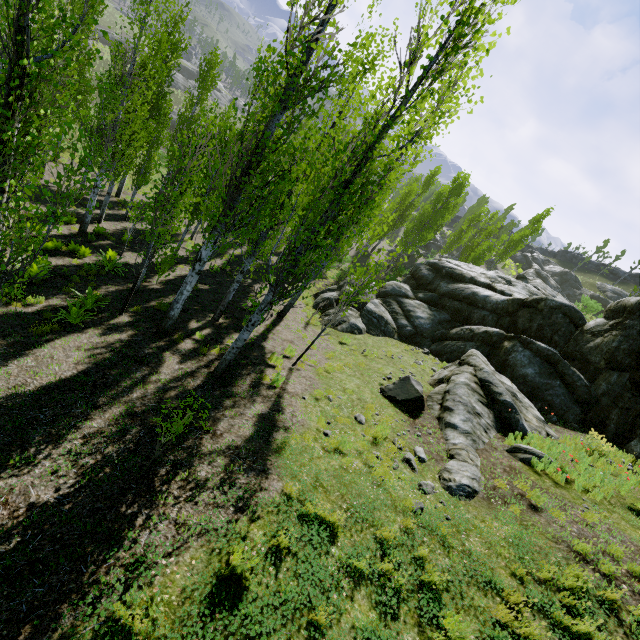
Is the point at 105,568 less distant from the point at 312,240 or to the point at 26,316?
the point at 312,240

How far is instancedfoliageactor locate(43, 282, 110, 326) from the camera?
9.1m

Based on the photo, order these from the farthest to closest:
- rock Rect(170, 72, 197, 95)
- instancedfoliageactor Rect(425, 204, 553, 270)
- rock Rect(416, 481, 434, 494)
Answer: rock Rect(170, 72, 197, 95) < instancedfoliageactor Rect(425, 204, 553, 270) < rock Rect(416, 481, 434, 494)

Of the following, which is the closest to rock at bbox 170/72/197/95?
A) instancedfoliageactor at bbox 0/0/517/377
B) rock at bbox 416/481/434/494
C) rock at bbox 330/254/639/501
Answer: instancedfoliageactor at bbox 0/0/517/377

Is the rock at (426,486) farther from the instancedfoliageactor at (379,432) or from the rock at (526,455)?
the instancedfoliageactor at (379,432)

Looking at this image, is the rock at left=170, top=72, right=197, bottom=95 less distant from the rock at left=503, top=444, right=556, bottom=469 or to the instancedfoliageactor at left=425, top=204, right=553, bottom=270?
the instancedfoliageactor at left=425, top=204, right=553, bottom=270

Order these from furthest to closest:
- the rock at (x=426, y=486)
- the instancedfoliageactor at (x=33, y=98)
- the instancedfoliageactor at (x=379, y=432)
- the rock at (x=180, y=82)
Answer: the rock at (x=180, y=82), the instancedfoliageactor at (x=379, y=432), the rock at (x=426, y=486), the instancedfoliageactor at (x=33, y=98)

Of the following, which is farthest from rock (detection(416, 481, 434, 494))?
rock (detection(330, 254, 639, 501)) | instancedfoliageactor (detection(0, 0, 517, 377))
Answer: instancedfoliageactor (detection(0, 0, 517, 377))
